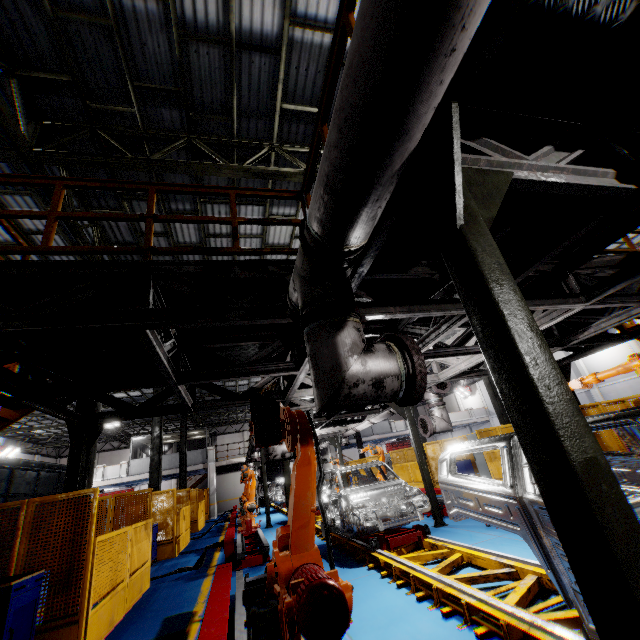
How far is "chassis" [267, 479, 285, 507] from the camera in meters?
17.6

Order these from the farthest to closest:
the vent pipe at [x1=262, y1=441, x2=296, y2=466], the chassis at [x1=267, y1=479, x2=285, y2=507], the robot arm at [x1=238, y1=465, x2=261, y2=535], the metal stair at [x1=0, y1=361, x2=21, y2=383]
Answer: the chassis at [x1=267, y1=479, x2=285, y2=507] < the robot arm at [x1=238, y1=465, x2=261, y2=535] < the vent pipe at [x1=262, y1=441, x2=296, y2=466] < the metal stair at [x1=0, y1=361, x2=21, y2=383]

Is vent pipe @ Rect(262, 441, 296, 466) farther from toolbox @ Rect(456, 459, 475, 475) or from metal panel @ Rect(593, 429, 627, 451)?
toolbox @ Rect(456, 459, 475, 475)

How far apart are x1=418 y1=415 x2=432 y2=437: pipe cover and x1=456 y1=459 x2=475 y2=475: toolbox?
7.31m

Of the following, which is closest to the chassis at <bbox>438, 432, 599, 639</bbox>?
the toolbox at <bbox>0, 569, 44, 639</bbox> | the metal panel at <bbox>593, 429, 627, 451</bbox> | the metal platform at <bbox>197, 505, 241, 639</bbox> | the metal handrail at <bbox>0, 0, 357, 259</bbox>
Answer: the metal platform at <bbox>197, 505, 241, 639</bbox>

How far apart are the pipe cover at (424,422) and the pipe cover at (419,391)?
6.4 meters

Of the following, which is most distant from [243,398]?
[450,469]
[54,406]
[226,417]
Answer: [226,417]

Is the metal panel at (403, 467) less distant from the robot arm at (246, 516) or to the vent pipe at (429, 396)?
the robot arm at (246, 516)
